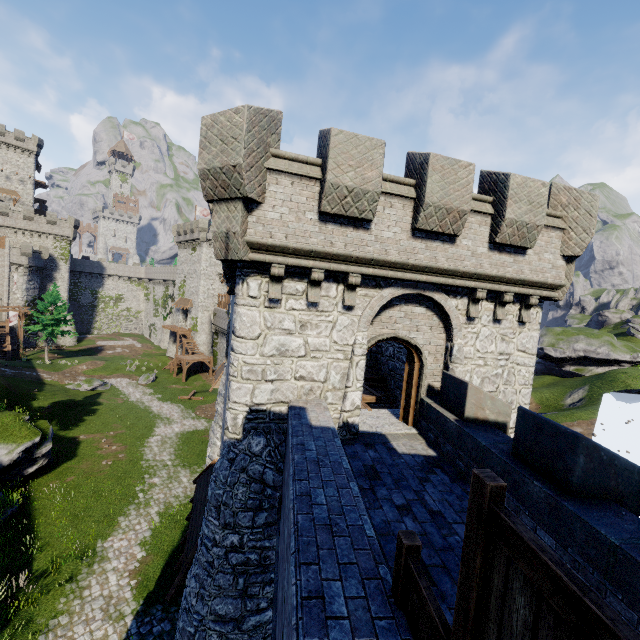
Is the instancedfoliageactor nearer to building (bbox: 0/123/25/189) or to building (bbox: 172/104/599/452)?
building (bbox: 172/104/599/452)

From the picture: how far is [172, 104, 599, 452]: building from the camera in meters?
7.3

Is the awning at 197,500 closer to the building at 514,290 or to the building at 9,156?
the building at 514,290

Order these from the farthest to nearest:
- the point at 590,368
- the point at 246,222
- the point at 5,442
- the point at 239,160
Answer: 1. the point at 590,368
2. the point at 5,442
3. the point at 246,222
4. the point at 239,160

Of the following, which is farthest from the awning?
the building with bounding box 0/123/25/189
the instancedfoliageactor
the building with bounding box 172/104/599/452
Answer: the building with bounding box 0/123/25/189

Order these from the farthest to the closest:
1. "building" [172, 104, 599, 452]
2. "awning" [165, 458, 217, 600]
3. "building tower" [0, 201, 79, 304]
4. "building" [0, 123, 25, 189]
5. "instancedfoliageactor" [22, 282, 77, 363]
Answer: "building" [0, 123, 25, 189]
"building tower" [0, 201, 79, 304]
"instancedfoliageactor" [22, 282, 77, 363]
"awning" [165, 458, 217, 600]
"building" [172, 104, 599, 452]
